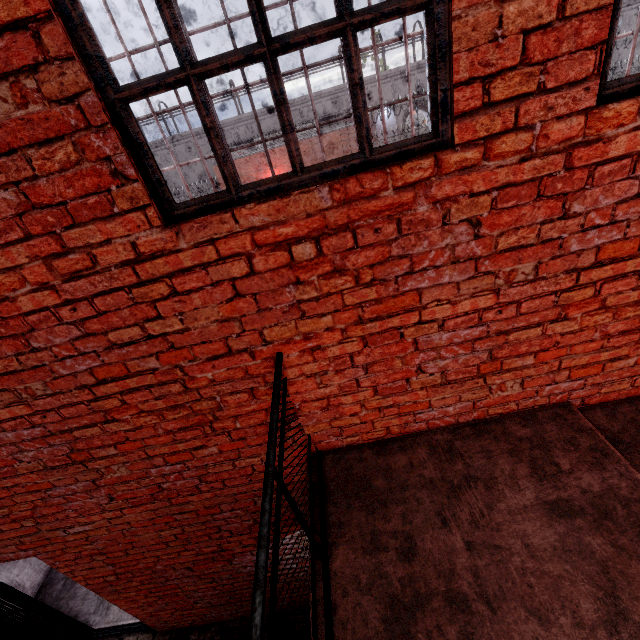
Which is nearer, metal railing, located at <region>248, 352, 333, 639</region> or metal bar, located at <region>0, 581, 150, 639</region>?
metal railing, located at <region>248, 352, 333, 639</region>

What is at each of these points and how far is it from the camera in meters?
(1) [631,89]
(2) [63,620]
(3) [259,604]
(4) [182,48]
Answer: (1) window, 1.4
(2) metal bar, 4.2
(3) metal railing, 0.9
(4) window, 1.2

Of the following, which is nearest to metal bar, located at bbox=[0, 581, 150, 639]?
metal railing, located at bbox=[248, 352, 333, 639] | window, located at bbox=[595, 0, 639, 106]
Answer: metal railing, located at bbox=[248, 352, 333, 639]

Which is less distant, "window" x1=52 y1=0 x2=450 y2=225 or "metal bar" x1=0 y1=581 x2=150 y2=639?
"window" x1=52 y1=0 x2=450 y2=225

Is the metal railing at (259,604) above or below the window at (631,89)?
below

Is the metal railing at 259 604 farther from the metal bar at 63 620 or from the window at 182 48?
the metal bar at 63 620

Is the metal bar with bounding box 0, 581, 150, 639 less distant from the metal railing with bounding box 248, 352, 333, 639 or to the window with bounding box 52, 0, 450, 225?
the metal railing with bounding box 248, 352, 333, 639

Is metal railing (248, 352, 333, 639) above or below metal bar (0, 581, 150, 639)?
above
